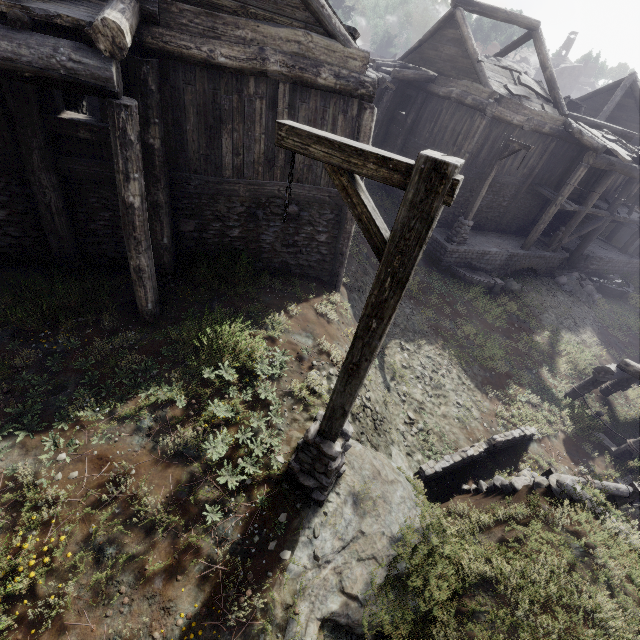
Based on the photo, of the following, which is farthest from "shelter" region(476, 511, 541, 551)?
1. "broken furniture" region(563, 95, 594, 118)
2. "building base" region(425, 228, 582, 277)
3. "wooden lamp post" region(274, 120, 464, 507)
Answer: "broken furniture" region(563, 95, 594, 118)

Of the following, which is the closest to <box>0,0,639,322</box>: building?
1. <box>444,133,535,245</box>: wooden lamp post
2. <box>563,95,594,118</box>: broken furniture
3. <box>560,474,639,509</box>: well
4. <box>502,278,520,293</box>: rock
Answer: <box>563,95,594,118</box>: broken furniture

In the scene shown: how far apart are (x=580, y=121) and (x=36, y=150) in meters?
23.9 m

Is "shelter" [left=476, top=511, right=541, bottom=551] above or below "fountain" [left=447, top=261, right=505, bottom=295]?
above

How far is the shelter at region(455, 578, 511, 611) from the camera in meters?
4.4

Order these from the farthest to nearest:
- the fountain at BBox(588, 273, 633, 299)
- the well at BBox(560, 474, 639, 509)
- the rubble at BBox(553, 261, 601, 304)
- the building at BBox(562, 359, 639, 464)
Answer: the fountain at BBox(588, 273, 633, 299)
the rubble at BBox(553, 261, 601, 304)
the building at BBox(562, 359, 639, 464)
the well at BBox(560, 474, 639, 509)

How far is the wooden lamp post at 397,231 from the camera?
2.35m

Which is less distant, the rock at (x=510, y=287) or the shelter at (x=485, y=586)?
the shelter at (x=485, y=586)
